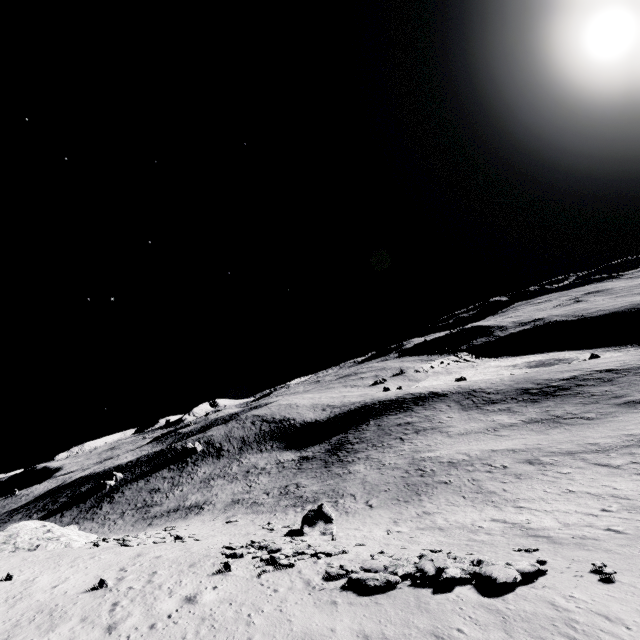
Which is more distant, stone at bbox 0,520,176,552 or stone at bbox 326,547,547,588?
stone at bbox 0,520,176,552

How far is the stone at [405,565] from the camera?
13.55m

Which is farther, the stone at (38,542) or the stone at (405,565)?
the stone at (38,542)

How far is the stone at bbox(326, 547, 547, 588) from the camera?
13.5m

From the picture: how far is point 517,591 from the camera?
12.77m

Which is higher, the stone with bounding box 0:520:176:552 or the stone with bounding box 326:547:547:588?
the stone with bounding box 0:520:176:552
